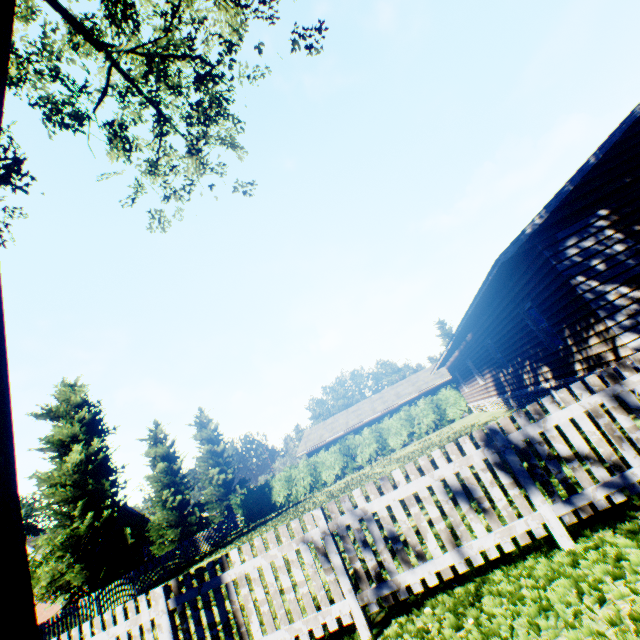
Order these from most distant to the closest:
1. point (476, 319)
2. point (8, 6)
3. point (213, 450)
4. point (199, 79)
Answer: point (213, 450) < point (476, 319) < point (199, 79) < point (8, 6)

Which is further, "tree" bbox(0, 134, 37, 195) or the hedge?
the hedge

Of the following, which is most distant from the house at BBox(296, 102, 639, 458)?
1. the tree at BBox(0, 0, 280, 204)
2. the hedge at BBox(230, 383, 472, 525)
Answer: the tree at BBox(0, 0, 280, 204)

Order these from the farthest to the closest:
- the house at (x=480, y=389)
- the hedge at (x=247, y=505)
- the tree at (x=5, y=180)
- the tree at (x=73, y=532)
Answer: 1. the hedge at (x=247, y=505)
2. the house at (x=480, y=389)
3. the tree at (x=5, y=180)
4. the tree at (x=73, y=532)

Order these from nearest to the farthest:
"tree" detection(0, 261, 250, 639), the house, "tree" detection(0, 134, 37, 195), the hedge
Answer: "tree" detection(0, 261, 250, 639)
"tree" detection(0, 134, 37, 195)
the house
the hedge

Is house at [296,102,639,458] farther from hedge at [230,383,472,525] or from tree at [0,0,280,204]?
tree at [0,0,280,204]

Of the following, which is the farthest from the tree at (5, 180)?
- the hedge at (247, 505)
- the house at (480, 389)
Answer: the house at (480, 389)
